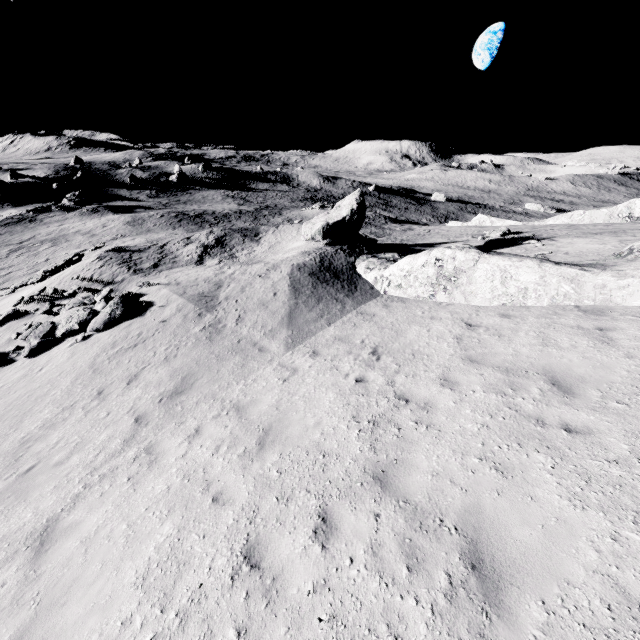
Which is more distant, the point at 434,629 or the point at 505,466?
the point at 505,466

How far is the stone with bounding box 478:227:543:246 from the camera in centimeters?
2117cm

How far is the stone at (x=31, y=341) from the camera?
13.6 meters

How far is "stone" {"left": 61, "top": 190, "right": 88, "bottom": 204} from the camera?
51.7m

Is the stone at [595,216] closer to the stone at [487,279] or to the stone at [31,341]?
the stone at [487,279]

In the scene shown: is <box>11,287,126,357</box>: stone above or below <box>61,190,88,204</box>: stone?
above

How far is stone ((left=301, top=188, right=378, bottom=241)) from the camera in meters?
18.9

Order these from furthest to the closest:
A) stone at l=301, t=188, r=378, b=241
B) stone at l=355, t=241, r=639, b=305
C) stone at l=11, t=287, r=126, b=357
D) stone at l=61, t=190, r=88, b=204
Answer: stone at l=61, t=190, r=88, b=204 < stone at l=301, t=188, r=378, b=241 < stone at l=11, t=287, r=126, b=357 < stone at l=355, t=241, r=639, b=305
